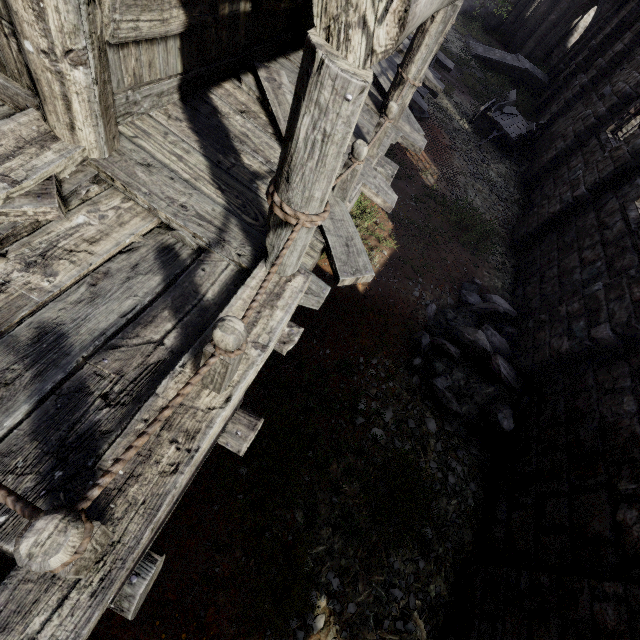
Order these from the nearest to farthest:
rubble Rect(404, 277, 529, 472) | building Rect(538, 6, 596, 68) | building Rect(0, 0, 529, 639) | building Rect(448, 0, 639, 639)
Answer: building Rect(0, 0, 529, 639)
building Rect(448, 0, 639, 639)
rubble Rect(404, 277, 529, 472)
building Rect(538, 6, 596, 68)

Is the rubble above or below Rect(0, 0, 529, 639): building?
below

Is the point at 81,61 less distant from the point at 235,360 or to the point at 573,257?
the point at 235,360

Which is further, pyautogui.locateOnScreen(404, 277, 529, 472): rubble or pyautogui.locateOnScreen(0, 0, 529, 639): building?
pyautogui.locateOnScreen(404, 277, 529, 472): rubble

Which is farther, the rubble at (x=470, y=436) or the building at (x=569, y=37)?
the building at (x=569, y=37)

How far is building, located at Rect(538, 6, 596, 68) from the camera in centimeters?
2436cm

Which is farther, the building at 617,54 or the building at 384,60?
the building at 617,54
